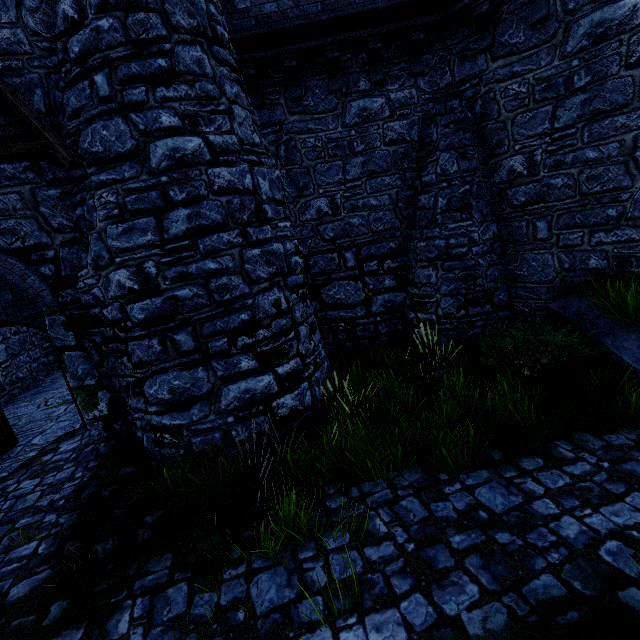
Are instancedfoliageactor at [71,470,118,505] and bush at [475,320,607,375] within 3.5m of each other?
no

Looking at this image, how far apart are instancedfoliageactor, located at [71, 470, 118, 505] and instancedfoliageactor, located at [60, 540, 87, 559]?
0.4m

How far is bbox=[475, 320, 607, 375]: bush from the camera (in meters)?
6.27

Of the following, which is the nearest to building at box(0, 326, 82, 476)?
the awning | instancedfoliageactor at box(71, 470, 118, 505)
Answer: the awning

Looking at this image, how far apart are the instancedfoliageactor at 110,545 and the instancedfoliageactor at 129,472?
1.4 meters

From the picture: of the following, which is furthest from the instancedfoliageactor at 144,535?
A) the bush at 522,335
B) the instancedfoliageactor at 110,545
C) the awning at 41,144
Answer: the bush at 522,335

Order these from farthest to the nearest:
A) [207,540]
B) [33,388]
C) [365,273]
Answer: [33,388] < [365,273] < [207,540]

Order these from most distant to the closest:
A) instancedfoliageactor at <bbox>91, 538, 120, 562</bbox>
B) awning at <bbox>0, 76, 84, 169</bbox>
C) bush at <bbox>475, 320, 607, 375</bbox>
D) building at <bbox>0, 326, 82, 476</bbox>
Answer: building at <bbox>0, 326, 82, 476</bbox> → bush at <bbox>475, 320, 607, 375</bbox> → awning at <bbox>0, 76, 84, 169</bbox> → instancedfoliageactor at <bbox>91, 538, 120, 562</bbox>
